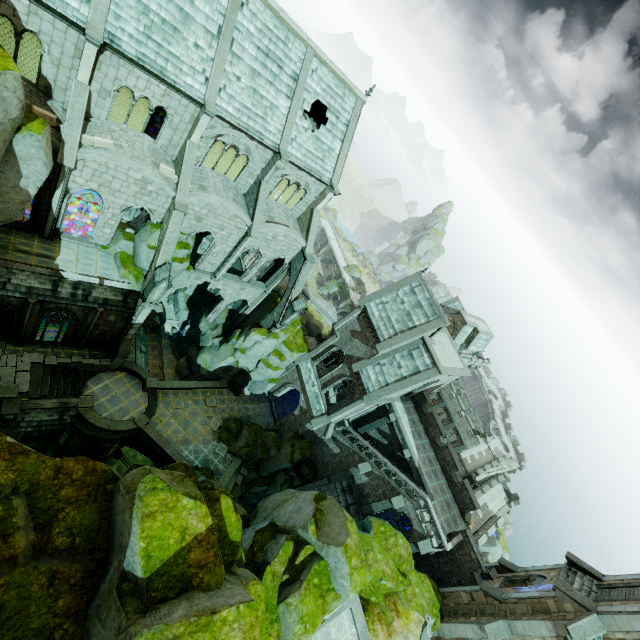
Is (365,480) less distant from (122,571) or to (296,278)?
(296,278)

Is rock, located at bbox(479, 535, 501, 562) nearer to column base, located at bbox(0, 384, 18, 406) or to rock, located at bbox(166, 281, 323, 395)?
rock, located at bbox(166, 281, 323, 395)

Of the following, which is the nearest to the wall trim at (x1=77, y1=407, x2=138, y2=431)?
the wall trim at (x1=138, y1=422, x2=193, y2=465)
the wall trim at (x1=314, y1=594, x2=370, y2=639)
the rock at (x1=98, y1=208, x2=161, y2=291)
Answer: the wall trim at (x1=138, y1=422, x2=193, y2=465)

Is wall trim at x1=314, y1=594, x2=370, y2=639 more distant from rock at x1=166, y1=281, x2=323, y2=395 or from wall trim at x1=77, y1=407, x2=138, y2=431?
wall trim at x1=77, y1=407, x2=138, y2=431

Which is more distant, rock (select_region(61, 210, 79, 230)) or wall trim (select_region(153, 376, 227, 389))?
rock (select_region(61, 210, 79, 230))

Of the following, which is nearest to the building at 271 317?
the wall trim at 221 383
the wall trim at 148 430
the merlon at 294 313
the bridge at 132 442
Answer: the merlon at 294 313

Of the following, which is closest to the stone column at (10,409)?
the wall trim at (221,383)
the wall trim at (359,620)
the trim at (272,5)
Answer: the wall trim at (221,383)

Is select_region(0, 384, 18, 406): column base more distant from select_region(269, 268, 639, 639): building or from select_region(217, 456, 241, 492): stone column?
select_region(217, 456, 241, 492): stone column
